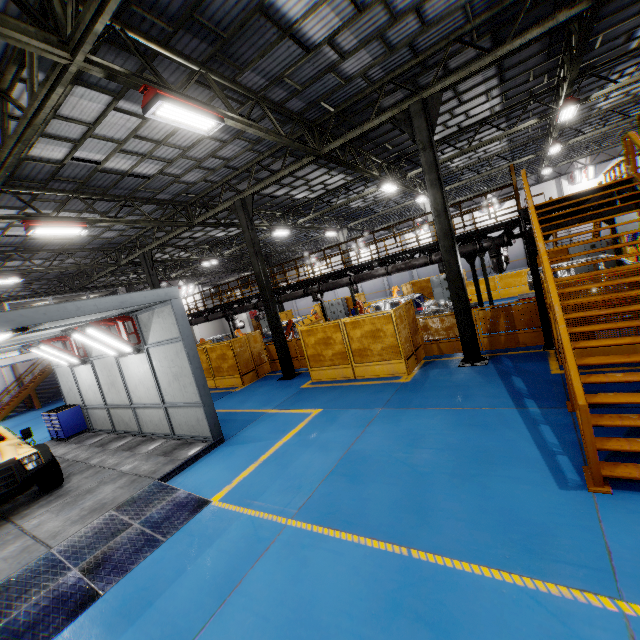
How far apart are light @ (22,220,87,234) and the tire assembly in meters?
6.9

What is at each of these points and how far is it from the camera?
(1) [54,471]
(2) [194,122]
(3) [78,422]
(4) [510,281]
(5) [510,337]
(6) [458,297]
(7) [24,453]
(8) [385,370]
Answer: (1) tire assembly, 8.1m
(2) light, 7.0m
(3) toolbox, 13.1m
(4) metal panel, 19.7m
(5) metal panel, 10.5m
(6) metal pole, 9.8m
(7) car, 7.8m
(8) metal panel, 11.0m

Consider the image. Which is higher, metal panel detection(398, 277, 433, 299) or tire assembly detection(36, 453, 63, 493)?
metal panel detection(398, 277, 433, 299)

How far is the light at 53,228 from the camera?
10.3 meters

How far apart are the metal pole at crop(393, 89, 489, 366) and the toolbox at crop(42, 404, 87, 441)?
14.7m

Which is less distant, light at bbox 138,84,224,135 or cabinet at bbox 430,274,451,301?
light at bbox 138,84,224,135

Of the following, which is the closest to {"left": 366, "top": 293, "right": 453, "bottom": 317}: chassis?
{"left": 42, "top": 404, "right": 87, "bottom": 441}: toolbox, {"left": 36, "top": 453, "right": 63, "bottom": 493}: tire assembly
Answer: {"left": 42, "top": 404, "right": 87, "bottom": 441}: toolbox

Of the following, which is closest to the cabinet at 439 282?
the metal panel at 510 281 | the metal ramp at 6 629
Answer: the metal panel at 510 281
